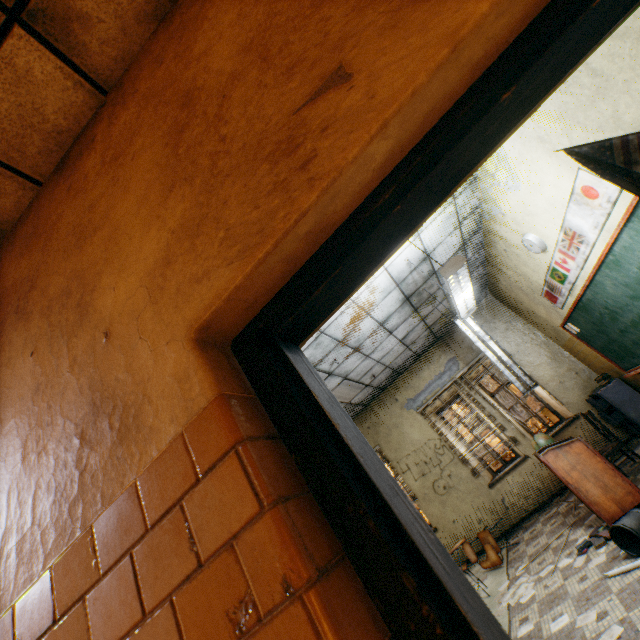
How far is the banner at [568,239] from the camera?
3.0m

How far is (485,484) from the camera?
7.2 meters

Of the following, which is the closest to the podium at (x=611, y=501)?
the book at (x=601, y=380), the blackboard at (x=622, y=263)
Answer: the blackboard at (x=622, y=263)

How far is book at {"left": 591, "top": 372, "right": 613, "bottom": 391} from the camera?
6.0m

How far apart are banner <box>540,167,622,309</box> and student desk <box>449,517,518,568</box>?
4.1 meters

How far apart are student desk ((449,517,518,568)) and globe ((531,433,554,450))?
1.6 meters

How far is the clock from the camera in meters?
4.4 m

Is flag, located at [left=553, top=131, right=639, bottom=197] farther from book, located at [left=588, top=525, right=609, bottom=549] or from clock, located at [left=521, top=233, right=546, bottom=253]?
book, located at [left=588, top=525, right=609, bottom=549]
